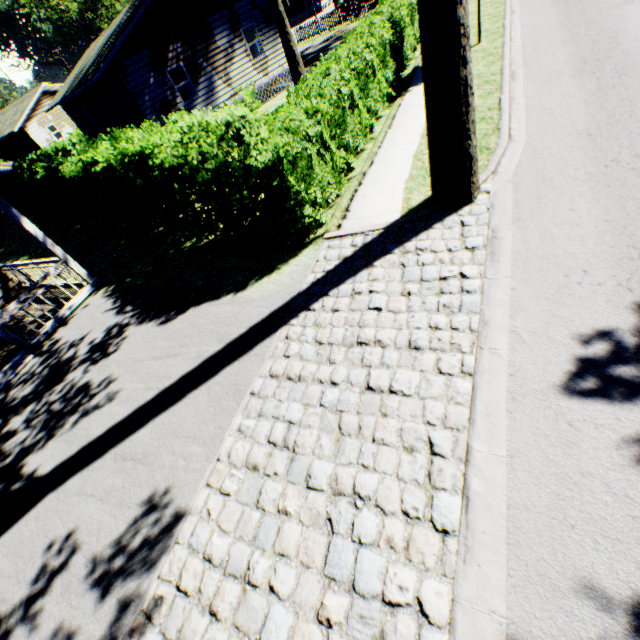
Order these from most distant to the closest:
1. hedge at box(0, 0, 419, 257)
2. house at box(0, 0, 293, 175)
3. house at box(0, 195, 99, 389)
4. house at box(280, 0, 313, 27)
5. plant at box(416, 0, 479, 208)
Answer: house at box(280, 0, 313, 27)
house at box(0, 0, 293, 175)
house at box(0, 195, 99, 389)
hedge at box(0, 0, 419, 257)
plant at box(416, 0, 479, 208)

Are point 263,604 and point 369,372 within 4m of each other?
yes

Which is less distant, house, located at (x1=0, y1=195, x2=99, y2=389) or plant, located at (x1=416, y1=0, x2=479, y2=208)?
plant, located at (x1=416, y1=0, x2=479, y2=208)

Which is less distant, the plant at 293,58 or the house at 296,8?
the plant at 293,58

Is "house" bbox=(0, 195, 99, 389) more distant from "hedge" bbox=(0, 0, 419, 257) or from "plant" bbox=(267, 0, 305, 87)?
"hedge" bbox=(0, 0, 419, 257)

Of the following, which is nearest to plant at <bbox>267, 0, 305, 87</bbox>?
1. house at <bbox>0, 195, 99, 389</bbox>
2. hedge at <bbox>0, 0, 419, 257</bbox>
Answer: house at <bbox>0, 195, 99, 389</bbox>

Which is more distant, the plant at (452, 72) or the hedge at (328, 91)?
the hedge at (328, 91)

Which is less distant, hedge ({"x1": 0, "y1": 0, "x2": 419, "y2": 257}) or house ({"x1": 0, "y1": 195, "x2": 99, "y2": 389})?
hedge ({"x1": 0, "y1": 0, "x2": 419, "y2": 257})
